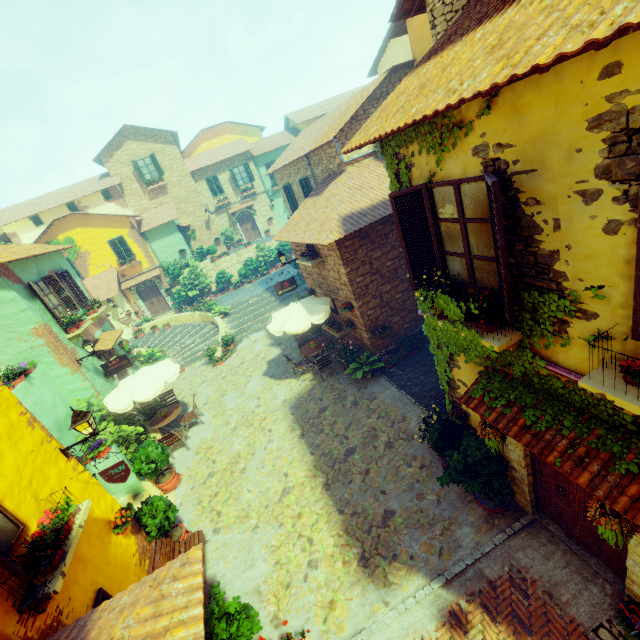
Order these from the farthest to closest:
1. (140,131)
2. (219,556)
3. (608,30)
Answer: (140,131) < (219,556) < (608,30)

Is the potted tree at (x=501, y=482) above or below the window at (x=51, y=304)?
below

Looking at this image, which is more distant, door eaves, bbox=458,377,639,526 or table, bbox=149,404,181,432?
table, bbox=149,404,181,432

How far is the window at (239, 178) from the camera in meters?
28.2

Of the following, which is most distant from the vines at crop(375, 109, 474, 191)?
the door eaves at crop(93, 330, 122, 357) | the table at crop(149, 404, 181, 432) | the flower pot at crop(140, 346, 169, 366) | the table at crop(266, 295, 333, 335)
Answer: the flower pot at crop(140, 346, 169, 366)

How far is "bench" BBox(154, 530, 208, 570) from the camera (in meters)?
7.04

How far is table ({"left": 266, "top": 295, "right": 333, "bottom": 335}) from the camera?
11.06m

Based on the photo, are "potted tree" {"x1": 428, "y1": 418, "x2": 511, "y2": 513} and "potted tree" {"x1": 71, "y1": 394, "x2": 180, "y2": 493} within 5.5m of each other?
no
